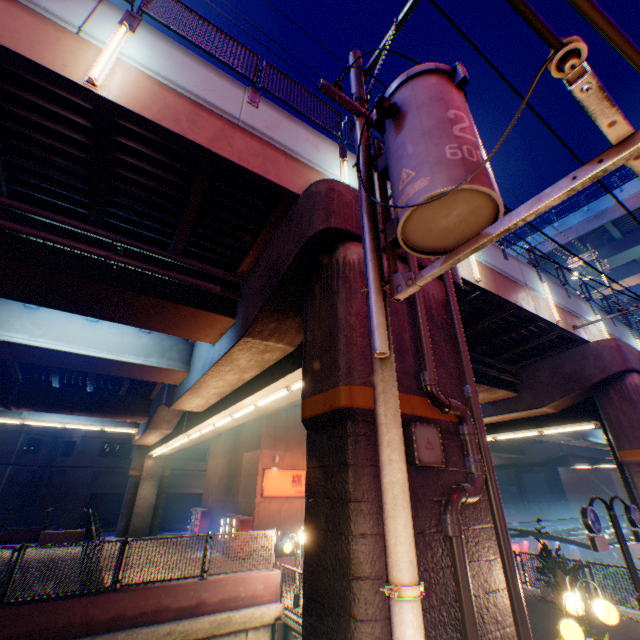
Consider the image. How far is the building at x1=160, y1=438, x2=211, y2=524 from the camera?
38.86m

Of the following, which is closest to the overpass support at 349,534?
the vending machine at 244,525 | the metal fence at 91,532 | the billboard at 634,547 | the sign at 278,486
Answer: the metal fence at 91,532

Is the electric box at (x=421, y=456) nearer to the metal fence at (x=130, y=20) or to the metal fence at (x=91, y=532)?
the metal fence at (x=91, y=532)

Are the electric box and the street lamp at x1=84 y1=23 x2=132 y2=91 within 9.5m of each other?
yes

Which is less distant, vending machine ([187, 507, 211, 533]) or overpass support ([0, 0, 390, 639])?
overpass support ([0, 0, 390, 639])

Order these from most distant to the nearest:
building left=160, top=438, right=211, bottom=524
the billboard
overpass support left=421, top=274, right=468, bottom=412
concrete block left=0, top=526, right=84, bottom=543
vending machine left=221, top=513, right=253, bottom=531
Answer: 1. building left=160, top=438, right=211, bottom=524
2. the billboard
3. concrete block left=0, top=526, right=84, bottom=543
4. vending machine left=221, top=513, right=253, bottom=531
5. overpass support left=421, top=274, right=468, bottom=412

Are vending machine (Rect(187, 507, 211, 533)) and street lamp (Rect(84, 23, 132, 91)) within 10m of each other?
no

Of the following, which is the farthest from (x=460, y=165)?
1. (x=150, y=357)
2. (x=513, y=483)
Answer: (x=513, y=483)
